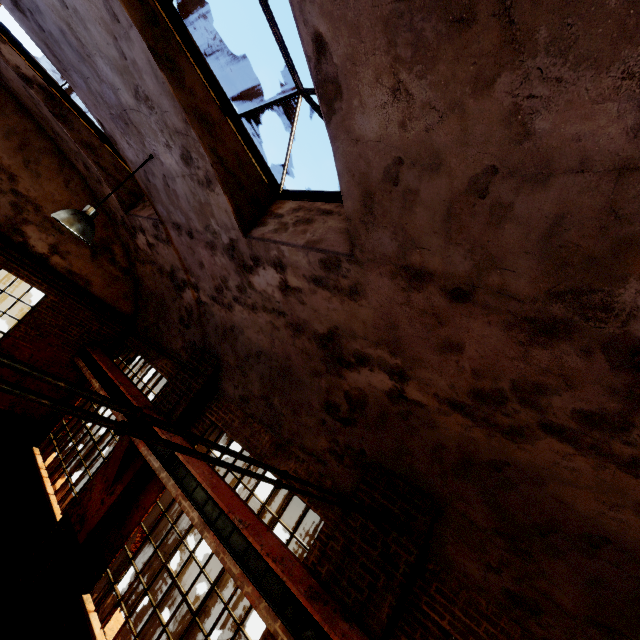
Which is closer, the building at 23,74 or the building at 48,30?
the building at 48,30

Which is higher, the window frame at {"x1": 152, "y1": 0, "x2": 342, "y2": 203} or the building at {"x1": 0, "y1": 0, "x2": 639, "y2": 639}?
the window frame at {"x1": 152, "y1": 0, "x2": 342, "y2": 203}

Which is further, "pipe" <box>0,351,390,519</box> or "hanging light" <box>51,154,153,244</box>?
"hanging light" <box>51,154,153,244</box>

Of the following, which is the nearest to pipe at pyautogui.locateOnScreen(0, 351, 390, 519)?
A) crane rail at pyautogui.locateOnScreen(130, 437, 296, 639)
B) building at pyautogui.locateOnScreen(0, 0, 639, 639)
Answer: building at pyautogui.locateOnScreen(0, 0, 639, 639)

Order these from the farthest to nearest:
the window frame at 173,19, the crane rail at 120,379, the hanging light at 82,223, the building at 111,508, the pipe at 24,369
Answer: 1. the crane rail at 120,379
2. the building at 111,508
3. the hanging light at 82,223
4. the window frame at 173,19
5. the pipe at 24,369

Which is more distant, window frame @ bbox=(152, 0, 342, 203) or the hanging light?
the hanging light

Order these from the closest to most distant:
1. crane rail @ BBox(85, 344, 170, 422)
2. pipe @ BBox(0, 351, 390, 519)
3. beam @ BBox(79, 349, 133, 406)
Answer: pipe @ BBox(0, 351, 390, 519), crane rail @ BBox(85, 344, 170, 422), beam @ BBox(79, 349, 133, 406)

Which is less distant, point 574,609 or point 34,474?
point 574,609
